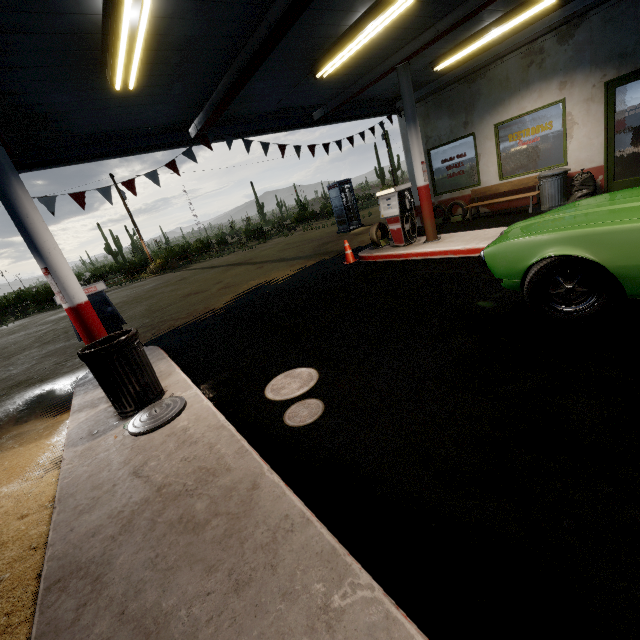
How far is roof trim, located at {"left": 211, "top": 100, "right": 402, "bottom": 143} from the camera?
8.1m

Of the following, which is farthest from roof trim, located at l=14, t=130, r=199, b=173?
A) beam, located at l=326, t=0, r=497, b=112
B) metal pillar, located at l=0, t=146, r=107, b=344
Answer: metal pillar, located at l=0, t=146, r=107, b=344

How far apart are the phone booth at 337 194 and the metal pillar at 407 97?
9.7 meters

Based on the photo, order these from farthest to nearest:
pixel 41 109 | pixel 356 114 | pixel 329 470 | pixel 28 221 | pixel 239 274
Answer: pixel 239 274 < pixel 356 114 < pixel 41 109 < pixel 28 221 < pixel 329 470

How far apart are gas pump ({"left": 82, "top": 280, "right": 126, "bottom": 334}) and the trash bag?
10.34m

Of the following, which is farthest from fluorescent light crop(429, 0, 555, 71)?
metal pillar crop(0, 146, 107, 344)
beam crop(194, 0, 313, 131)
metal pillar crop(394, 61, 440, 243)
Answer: metal pillar crop(0, 146, 107, 344)

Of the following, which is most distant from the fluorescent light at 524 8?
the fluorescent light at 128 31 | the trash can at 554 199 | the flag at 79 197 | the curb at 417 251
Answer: the fluorescent light at 128 31

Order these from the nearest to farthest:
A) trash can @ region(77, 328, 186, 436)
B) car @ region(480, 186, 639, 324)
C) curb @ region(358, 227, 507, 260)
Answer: car @ region(480, 186, 639, 324) < trash can @ region(77, 328, 186, 436) < curb @ region(358, 227, 507, 260)
